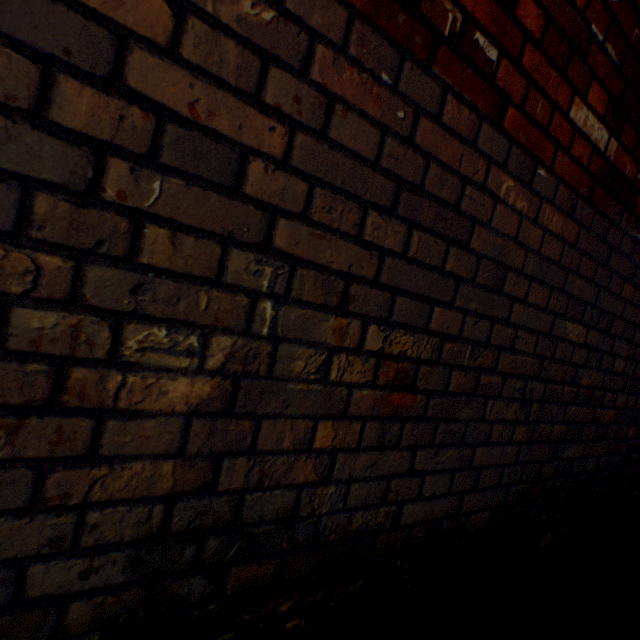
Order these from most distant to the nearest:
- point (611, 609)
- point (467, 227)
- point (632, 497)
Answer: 1. point (632, 497)
2. point (611, 609)
3. point (467, 227)
